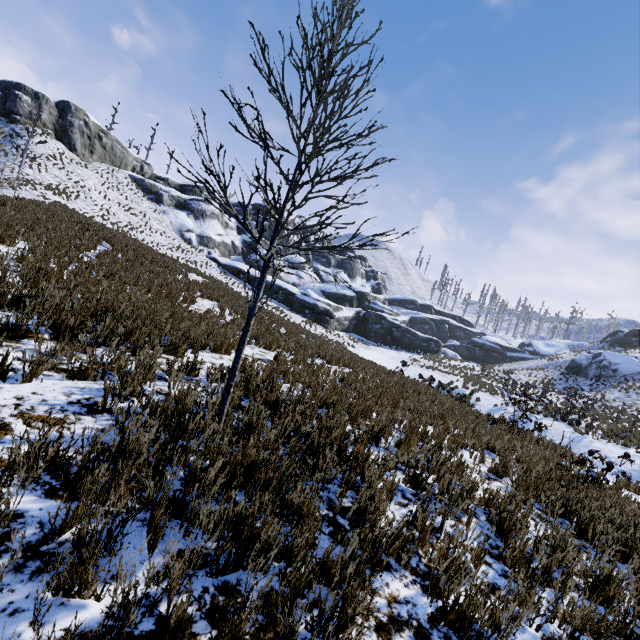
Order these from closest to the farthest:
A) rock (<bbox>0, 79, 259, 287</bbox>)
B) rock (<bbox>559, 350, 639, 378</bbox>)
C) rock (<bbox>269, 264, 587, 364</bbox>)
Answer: rock (<bbox>559, 350, 639, 378</bbox>) < rock (<bbox>0, 79, 259, 287</bbox>) < rock (<bbox>269, 264, 587, 364</bbox>)

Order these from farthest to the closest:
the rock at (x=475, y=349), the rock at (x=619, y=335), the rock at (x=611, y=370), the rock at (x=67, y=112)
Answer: the rock at (x=619, y=335) < the rock at (x=475, y=349) < the rock at (x=67, y=112) < the rock at (x=611, y=370)

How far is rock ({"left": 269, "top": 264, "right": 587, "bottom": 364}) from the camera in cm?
3941

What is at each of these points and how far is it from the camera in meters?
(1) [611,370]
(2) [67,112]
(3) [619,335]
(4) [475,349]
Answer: (1) rock, 33.9
(2) rock, 37.9
(3) rock, 50.1
(4) rock, 52.2

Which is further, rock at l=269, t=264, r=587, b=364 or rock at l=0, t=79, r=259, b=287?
rock at l=269, t=264, r=587, b=364

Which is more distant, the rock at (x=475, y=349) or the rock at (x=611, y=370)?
the rock at (x=475, y=349)

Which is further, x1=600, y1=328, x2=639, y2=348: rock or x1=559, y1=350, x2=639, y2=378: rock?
x1=600, y1=328, x2=639, y2=348: rock
